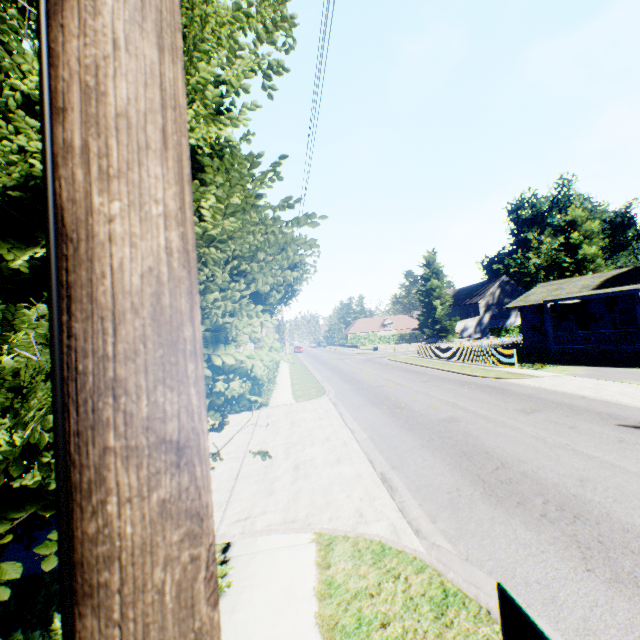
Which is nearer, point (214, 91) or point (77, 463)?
point (77, 463)

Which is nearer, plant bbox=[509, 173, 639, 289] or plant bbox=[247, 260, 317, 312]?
plant bbox=[247, 260, 317, 312]

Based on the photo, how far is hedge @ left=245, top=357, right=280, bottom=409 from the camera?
15.1m

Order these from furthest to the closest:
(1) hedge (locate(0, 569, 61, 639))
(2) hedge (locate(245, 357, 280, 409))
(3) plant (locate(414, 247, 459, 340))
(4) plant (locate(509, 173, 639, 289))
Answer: (3) plant (locate(414, 247, 459, 340)) < (4) plant (locate(509, 173, 639, 289)) < (2) hedge (locate(245, 357, 280, 409)) < (1) hedge (locate(0, 569, 61, 639))

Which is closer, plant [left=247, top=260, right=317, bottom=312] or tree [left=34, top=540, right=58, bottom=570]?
tree [left=34, top=540, right=58, bottom=570]

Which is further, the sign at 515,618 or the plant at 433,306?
the plant at 433,306

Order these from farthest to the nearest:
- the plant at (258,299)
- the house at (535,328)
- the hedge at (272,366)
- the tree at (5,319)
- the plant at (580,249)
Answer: the plant at (580,249), the plant at (258,299), the house at (535,328), the hedge at (272,366), the tree at (5,319)

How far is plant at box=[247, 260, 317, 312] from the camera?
30.2m
